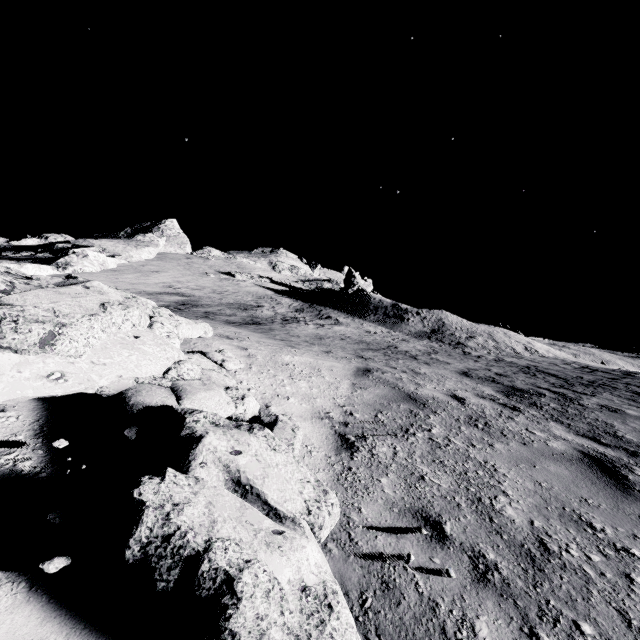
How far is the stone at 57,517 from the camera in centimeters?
155cm

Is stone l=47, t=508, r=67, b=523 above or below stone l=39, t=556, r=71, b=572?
above

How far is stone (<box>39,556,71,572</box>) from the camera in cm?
138

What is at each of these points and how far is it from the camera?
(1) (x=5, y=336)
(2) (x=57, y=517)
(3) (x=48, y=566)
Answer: (1) stone, 2.12m
(2) stone, 1.57m
(3) stone, 1.38m

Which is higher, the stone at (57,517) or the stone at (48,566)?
the stone at (57,517)
